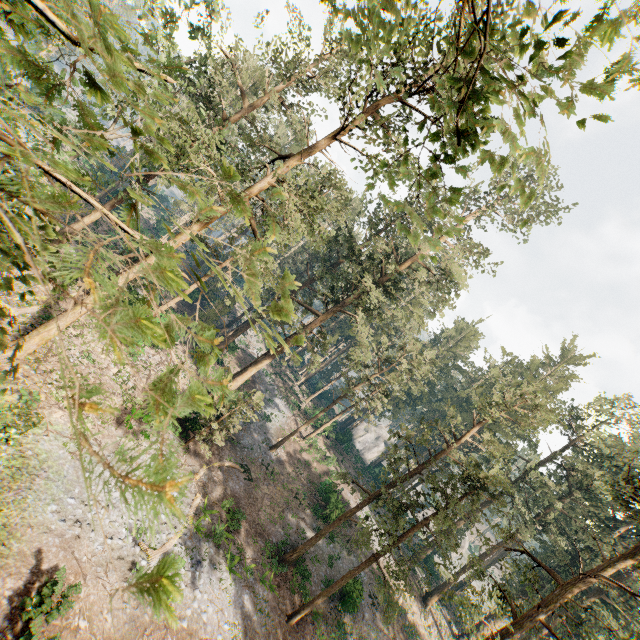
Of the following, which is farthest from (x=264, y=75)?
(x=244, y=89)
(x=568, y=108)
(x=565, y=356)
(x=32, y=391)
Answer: (x=565, y=356)
